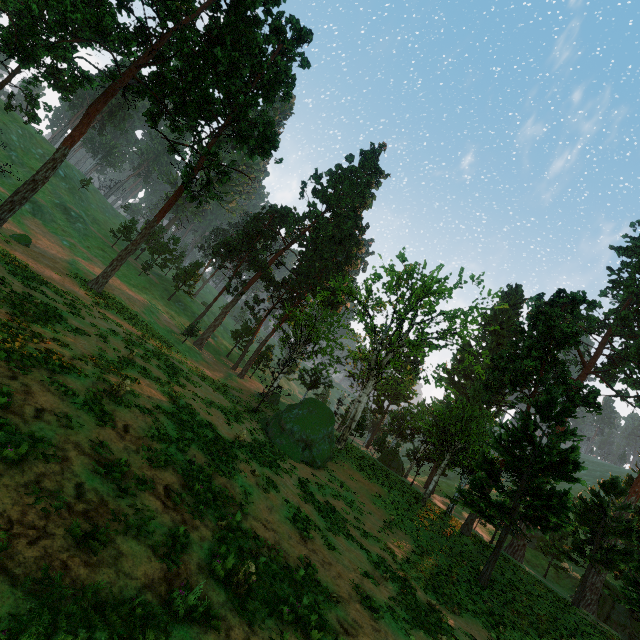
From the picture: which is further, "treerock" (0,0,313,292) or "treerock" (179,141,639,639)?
"treerock" (179,141,639,639)

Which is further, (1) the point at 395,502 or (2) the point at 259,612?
(1) the point at 395,502

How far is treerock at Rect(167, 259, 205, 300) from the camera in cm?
5331

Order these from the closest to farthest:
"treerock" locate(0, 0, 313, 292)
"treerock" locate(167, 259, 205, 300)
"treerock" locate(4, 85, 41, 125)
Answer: "treerock" locate(0, 0, 313, 292), "treerock" locate(4, 85, 41, 125), "treerock" locate(167, 259, 205, 300)

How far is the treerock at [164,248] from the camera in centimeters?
5175cm
